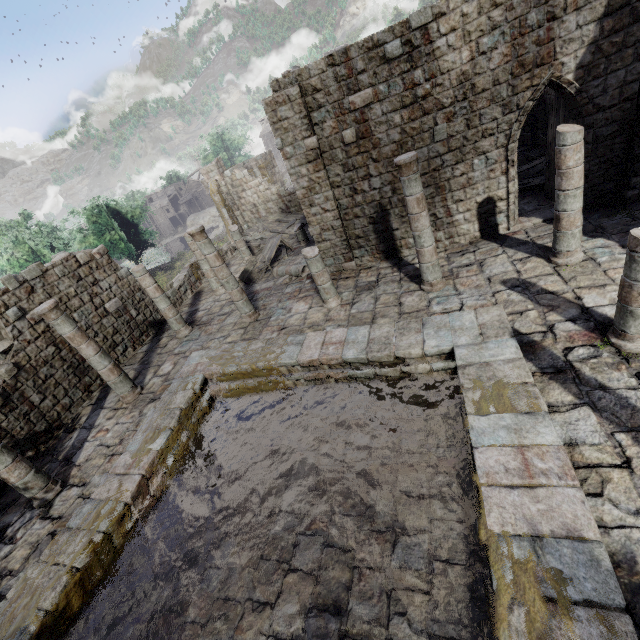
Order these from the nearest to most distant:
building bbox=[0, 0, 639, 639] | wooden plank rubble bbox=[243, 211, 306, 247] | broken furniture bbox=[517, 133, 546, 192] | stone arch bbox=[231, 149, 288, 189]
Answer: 1. building bbox=[0, 0, 639, 639]
2. broken furniture bbox=[517, 133, 546, 192]
3. wooden plank rubble bbox=[243, 211, 306, 247]
4. stone arch bbox=[231, 149, 288, 189]

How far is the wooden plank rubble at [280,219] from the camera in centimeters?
2078cm

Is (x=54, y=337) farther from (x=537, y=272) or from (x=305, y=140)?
(x=537, y=272)

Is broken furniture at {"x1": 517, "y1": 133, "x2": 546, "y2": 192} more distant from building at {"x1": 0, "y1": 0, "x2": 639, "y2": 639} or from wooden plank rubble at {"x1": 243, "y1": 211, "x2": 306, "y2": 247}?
wooden plank rubble at {"x1": 243, "y1": 211, "x2": 306, "y2": 247}

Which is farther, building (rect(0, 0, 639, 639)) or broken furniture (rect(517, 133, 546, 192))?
broken furniture (rect(517, 133, 546, 192))

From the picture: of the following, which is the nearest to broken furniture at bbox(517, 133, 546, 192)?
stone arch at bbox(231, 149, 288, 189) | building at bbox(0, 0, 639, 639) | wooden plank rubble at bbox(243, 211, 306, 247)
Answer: building at bbox(0, 0, 639, 639)

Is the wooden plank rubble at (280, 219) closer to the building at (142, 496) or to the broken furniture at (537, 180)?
the building at (142, 496)
